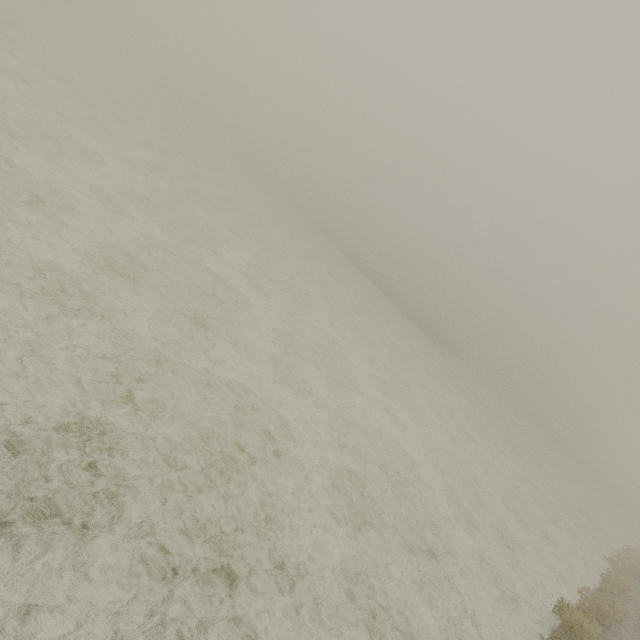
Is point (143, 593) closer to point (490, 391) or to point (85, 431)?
point (85, 431)
